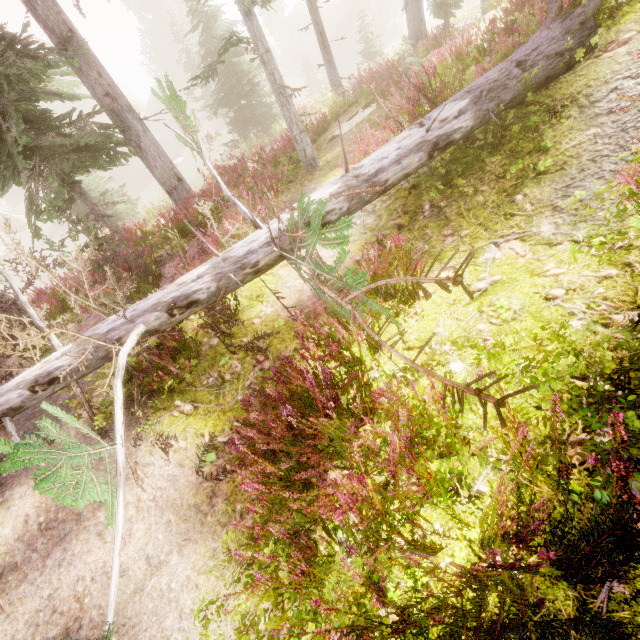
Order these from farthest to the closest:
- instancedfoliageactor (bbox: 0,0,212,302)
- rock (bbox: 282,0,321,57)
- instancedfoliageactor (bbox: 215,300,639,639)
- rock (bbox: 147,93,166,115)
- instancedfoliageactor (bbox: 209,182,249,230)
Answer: rock (bbox: 147,93,166,115), rock (bbox: 282,0,321,57), instancedfoliageactor (bbox: 0,0,212,302), instancedfoliageactor (bbox: 209,182,249,230), instancedfoliageactor (bbox: 215,300,639,639)

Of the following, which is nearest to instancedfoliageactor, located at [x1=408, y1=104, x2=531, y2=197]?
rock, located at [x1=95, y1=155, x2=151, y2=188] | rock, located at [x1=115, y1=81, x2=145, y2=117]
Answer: rock, located at [x1=115, y1=81, x2=145, y2=117]

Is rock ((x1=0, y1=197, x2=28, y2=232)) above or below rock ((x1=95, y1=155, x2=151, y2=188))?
above

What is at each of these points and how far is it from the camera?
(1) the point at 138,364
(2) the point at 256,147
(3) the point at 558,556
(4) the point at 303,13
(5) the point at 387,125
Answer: (1) instancedfoliageactor, 4.68m
(2) instancedfoliageactor, 10.55m
(3) instancedfoliageactor, 1.74m
(4) rock, 47.75m
(5) instancedfoliageactor, 5.14m

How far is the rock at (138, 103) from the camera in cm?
5806

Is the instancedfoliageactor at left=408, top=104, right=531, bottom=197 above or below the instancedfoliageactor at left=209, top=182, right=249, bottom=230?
above

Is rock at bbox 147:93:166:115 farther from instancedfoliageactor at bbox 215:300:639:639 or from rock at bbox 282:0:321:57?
rock at bbox 282:0:321:57

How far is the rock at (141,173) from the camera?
44.4 meters
